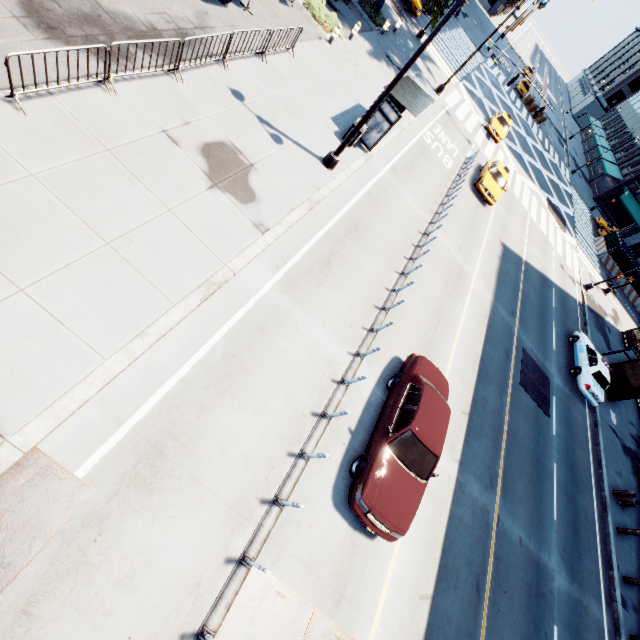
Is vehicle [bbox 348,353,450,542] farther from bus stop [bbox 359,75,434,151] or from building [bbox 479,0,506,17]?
building [bbox 479,0,506,17]

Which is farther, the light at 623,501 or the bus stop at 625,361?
the bus stop at 625,361

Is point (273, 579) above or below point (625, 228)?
below

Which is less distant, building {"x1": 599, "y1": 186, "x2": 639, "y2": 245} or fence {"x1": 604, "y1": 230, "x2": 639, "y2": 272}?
fence {"x1": 604, "y1": 230, "x2": 639, "y2": 272}

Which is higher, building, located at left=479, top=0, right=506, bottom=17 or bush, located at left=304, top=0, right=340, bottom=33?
building, located at left=479, top=0, right=506, bottom=17

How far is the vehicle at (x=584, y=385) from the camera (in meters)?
18.50

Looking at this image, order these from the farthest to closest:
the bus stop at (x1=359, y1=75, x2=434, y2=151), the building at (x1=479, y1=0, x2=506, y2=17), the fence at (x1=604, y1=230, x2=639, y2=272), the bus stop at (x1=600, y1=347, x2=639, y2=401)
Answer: the building at (x1=479, y1=0, x2=506, y2=17) < the fence at (x1=604, y1=230, x2=639, y2=272) < the bus stop at (x1=600, y1=347, x2=639, y2=401) < the bus stop at (x1=359, y1=75, x2=434, y2=151)

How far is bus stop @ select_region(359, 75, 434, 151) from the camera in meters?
13.1 m
